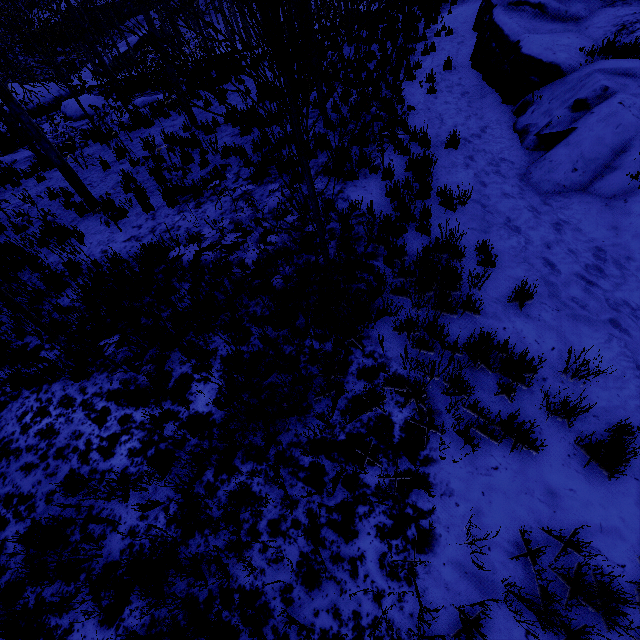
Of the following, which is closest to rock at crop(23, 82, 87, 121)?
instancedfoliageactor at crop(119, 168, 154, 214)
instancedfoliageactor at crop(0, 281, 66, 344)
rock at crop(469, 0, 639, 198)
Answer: instancedfoliageactor at crop(119, 168, 154, 214)

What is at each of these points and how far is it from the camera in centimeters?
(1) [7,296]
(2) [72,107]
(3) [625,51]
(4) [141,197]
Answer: (1) instancedfoliageactor, 446cm
(2) rock, 1541cm
(3) instancedfoliageactor, 672cm
(4) instancedfoliageactor, 757cm

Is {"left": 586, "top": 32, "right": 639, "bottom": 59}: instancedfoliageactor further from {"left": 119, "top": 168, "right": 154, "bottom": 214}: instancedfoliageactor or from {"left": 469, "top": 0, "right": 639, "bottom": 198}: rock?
{"left": 119, "top": 168, "right": 154, "bottom": 214}: instancedfoliageactor

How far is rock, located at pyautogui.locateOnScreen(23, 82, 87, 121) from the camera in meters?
15.4

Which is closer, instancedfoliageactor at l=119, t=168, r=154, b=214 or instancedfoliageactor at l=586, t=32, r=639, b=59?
instancedfoliageactor at l=586, t=32, r=639, b=59

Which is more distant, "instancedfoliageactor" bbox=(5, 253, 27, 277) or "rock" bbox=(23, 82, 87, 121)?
"rock" bbox=(23, 82, 87, 121)

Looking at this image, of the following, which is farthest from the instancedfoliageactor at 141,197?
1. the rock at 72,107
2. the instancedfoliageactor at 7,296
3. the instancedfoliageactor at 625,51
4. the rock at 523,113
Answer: the instancedfoliageactor at 625,51

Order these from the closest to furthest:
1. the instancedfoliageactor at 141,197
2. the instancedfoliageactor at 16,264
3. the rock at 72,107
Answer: the instancedfoliageactor at 16,264, the instancedfoliageactor at 141,197, the rock at 72,107
